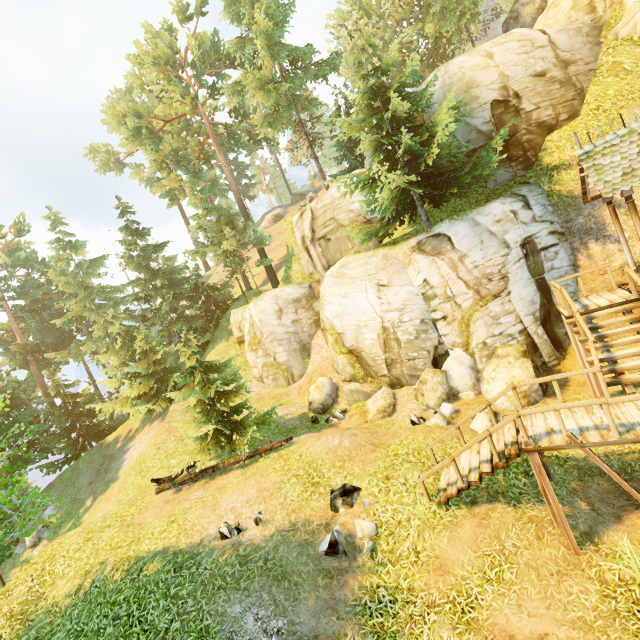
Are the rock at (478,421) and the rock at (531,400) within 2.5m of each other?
yes

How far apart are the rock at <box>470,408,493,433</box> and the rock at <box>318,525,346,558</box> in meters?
6.0 m

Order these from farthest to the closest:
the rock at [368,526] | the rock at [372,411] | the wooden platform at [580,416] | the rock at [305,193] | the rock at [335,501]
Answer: the rock at [305,193]
the rock at [372,411]
the rock at [335,501]
the rock at [368,526]
the wooden platform at [580,416]

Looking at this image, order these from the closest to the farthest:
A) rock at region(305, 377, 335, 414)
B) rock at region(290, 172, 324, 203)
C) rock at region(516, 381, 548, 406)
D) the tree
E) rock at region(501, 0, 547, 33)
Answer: rock at region(516, 381, 548, 406) < the tree < rock at region(305, 377, 335, 414) < rock at region(501, 0, 547, 33) < rock at region(290, 172, 324, 203)

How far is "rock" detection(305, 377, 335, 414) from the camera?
18.3m

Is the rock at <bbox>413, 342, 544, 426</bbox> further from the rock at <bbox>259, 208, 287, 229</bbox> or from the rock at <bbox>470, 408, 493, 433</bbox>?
the rock at <bbox>259, 208, 287, 229</bbox>

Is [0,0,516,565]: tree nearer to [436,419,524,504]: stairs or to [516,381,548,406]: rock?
[516,381,548,406]: rock

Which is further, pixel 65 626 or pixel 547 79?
pixel 547 79
